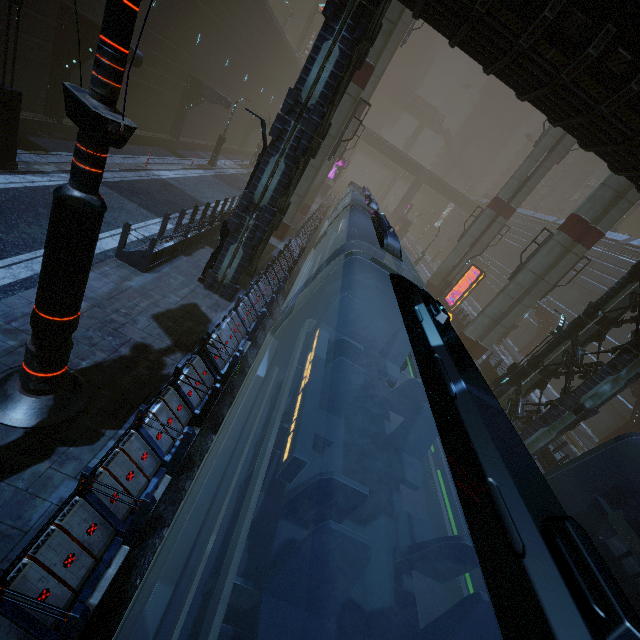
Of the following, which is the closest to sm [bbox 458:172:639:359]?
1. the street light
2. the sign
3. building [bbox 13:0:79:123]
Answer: building [bbox 13:0:79:123]

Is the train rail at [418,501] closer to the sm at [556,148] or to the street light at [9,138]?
the sm at [556,148]

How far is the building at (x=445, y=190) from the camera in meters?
57.9 m

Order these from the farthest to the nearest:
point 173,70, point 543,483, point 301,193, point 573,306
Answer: point 573,306 → point 173,70 → point 301,193 → point 543,483

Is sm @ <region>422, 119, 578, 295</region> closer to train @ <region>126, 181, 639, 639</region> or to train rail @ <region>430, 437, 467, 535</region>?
train rail @ <region>430, 437, 467, 535</region>

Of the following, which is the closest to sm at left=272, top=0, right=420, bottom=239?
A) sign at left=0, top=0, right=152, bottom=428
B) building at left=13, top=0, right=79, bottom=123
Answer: building at left=13, top=0, right=79, bottom=123

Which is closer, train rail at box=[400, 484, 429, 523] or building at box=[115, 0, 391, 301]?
building at box=[115, 0, 391, 301]

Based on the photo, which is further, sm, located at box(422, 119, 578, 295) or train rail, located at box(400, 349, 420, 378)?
sm, located at box(422, 119, 578, 295)
